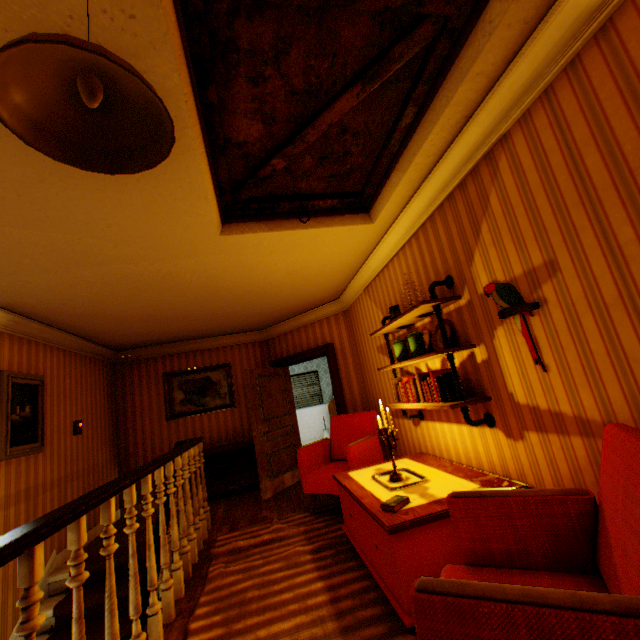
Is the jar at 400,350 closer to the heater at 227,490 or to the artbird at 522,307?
the artbird at 522,307

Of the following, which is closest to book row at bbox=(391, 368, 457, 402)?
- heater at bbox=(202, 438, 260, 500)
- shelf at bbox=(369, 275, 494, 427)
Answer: shelf at bbox=(369, 275, 494, 427)

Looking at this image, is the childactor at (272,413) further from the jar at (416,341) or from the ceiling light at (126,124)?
the ceiling light at (126,124)

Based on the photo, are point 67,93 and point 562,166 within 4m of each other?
yes

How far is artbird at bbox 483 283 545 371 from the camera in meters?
2.1

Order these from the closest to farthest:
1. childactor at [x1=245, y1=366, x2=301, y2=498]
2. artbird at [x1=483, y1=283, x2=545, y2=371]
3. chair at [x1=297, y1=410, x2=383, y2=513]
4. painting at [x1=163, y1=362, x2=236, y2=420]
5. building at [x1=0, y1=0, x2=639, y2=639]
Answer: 1. building at [x1=0, y1=0, x2=639, y2=639]
2. artbird at [x1=483, y1=283, x2=545, y2=371]
3. chair at [x1=297, y1=410, x2=383, y2=513]
4. childactor at [x1=245, y1=366, x2=301, y2=498]
5. painting at [x1=163, y1=362, x2=236, y2=420]

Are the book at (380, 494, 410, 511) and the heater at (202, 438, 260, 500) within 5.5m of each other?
yes

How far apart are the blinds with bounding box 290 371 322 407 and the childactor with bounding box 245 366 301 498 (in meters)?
4.22
